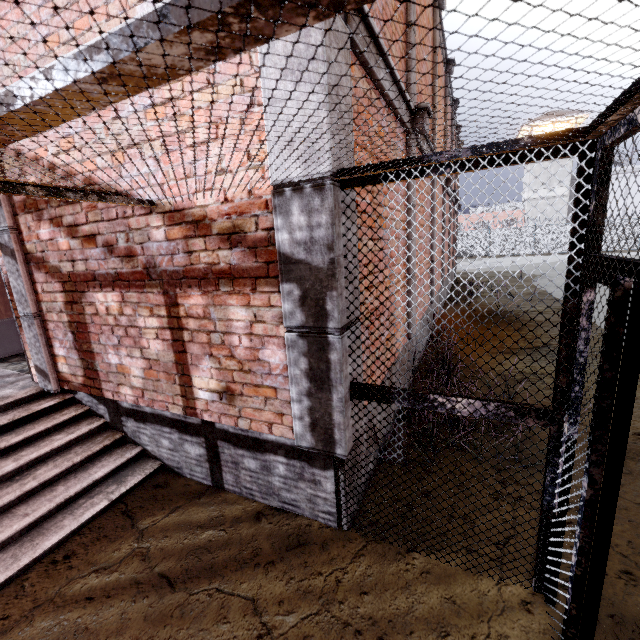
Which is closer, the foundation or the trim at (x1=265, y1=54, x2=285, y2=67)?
the trim at (x1=265, y1=54, x2=285, y2=67)

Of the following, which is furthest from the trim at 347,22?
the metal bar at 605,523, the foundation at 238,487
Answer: the metal bar at 605,523

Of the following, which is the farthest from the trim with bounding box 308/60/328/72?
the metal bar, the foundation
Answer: the metal bar

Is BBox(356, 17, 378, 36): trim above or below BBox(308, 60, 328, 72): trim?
above

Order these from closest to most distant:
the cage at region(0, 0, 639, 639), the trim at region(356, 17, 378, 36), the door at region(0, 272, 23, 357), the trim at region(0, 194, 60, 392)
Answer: the cage at region(0, 0, 639, 639), the trim at region(356, 17, 378, 36), the trim at region(0, 194, 60, 392), the door at region(0, 272, 23, 357)

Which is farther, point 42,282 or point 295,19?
point 42,282

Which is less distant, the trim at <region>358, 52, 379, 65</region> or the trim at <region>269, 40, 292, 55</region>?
the trim at <region>269, 40, 292, 55</region>
